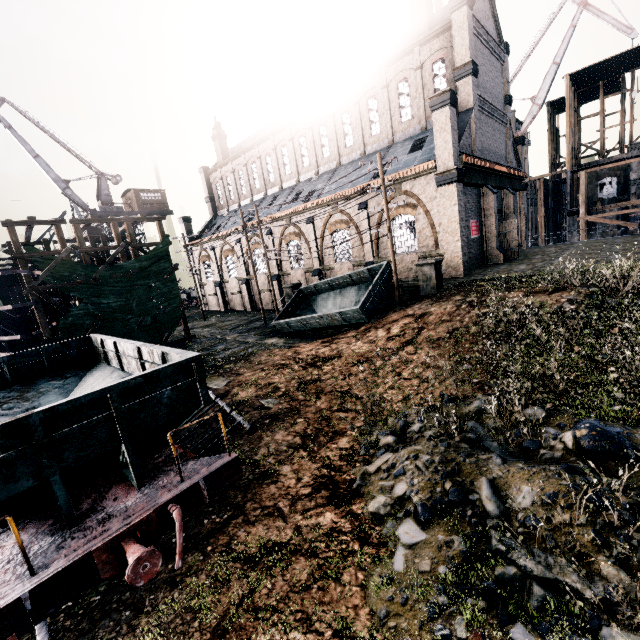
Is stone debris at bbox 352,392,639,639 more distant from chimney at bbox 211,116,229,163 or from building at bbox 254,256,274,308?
chimney at bbox 211,116,229,163

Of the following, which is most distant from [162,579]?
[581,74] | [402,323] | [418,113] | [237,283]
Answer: [581,74]

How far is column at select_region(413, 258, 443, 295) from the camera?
17.8 meters

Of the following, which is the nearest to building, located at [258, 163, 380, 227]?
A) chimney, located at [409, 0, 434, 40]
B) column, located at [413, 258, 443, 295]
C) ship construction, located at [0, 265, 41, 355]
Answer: chimney, located at [409, 0, 434, 40]

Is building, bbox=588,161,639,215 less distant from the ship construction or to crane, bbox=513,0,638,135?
crane, bbox=513,0,638,135

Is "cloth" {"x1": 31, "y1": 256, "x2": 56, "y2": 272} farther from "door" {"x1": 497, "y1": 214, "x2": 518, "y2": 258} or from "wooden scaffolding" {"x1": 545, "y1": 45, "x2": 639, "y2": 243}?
"wooden scaffolding" {"x1": 545, "y1": 45, "x2": 639, "y2": 243}

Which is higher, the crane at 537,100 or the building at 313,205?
the crane at 537,100

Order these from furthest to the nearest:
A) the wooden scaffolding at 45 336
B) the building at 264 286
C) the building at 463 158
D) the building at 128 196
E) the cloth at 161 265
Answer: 1. the building at 128 196
2. the building at 264 286
3. the building at 463 158
4. the cloth at 161 265
5. the wooden scaffolding at 45 336
